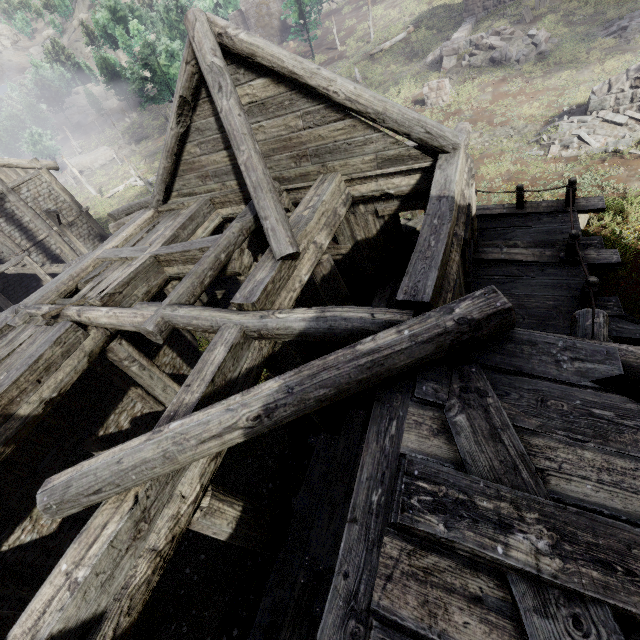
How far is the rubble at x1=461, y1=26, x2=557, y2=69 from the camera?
17.97m

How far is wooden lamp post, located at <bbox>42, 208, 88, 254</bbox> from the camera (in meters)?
16.77

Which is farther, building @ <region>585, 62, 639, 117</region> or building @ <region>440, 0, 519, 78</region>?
building @ <region>440, 0, 519, 78</region>

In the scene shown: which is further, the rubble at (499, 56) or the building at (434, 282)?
the rubble at (499, 56)

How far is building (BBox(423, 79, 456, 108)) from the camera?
17.64m

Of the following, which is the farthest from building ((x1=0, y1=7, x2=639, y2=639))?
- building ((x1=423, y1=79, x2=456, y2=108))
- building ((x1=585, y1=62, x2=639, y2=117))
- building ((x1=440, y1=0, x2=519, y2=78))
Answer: building ((x1=423, y1=79, x2=456, y2=108))

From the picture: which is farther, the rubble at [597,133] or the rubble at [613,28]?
the rubble at [613,28]

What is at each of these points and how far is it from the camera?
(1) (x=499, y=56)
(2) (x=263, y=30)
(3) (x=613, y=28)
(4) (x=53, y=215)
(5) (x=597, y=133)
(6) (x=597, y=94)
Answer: (1) rubble, 18.2 meters
(2) building, 59.9 meters
(3) rubble, 17.2 meters
(4) wooden lamp post, 17.3 meters
(5) rubble, 12.4 meters
(6) building, 12.5 meters
